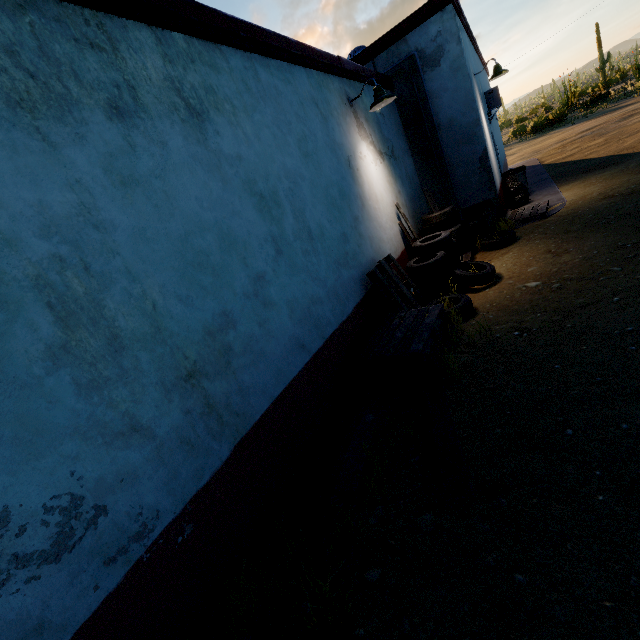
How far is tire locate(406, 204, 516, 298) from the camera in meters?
5.2 m

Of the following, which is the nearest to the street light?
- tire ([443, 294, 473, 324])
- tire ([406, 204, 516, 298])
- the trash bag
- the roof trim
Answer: the roof trim

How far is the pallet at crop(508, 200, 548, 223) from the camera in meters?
7.3 m

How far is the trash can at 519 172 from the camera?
9.6 meters

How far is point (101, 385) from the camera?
1.9m

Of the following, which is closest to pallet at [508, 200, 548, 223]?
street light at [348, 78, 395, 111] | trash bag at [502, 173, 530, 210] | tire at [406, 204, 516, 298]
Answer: trash bag at [502, 173, 530, 210]

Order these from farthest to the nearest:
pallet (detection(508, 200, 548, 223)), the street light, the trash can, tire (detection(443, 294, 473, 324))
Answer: the trash can
pallet (detection(508, 200, 548, 223))
the street light
tire (detection(443, 294, 473, 324))

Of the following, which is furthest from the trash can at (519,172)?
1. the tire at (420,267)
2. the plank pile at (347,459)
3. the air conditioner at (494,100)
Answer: the plank pile at (347,459)
